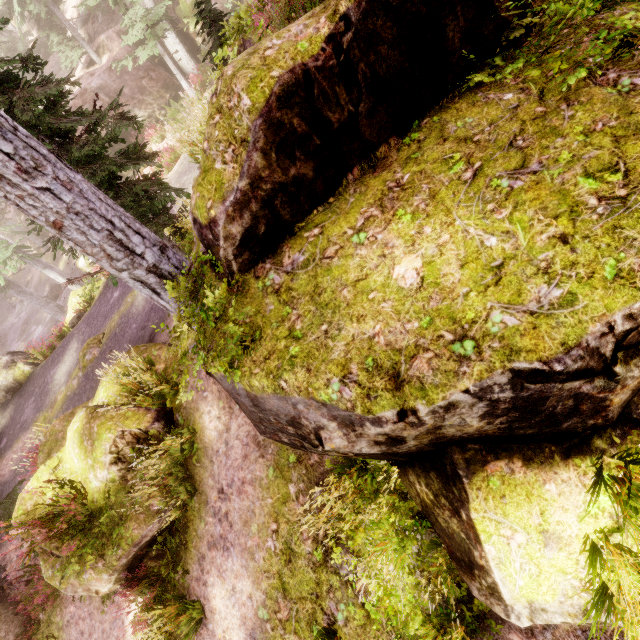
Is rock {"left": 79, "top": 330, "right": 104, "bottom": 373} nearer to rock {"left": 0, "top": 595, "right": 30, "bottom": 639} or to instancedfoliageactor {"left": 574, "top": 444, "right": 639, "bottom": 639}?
Answer: instancedfoliageactor {"left": 574, "top": 444, "right": 639, "bottom": 639}

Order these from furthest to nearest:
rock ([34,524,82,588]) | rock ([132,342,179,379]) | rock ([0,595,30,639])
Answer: rock ([0,595,30,639]), rock ([132,342,179,379]), rock ([34,524,82,588])

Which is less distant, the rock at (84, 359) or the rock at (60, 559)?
the rock at (60, 559)

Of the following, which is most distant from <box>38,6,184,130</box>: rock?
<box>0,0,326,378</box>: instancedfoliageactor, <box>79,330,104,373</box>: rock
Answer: <box>79,330,104,373</box>: rock

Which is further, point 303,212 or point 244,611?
point 244,611

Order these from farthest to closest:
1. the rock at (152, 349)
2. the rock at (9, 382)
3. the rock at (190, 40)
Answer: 1. the rock at (190, 40)
2. the rock at (9, 382)
3. the rock at (152, 349)

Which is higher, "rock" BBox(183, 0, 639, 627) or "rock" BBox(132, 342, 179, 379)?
"rock" BBox(183, 0, 639, 627)

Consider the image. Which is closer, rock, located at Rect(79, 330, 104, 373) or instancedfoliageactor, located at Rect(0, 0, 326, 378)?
instancedfoliageactor, located at Rect(0, 0, 326, 378)
